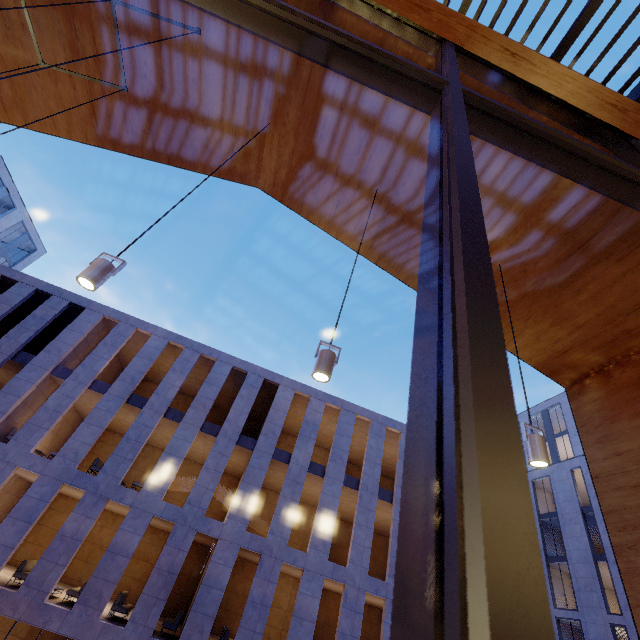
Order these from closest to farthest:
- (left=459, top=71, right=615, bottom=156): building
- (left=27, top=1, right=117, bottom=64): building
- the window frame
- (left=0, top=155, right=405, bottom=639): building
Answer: the window frame, (left=459, top=71, right=615, bottom=156): building, (left=27, top=1, right=117, bottom=64): building, (left=0, top=155, right=405, bottom=639): building

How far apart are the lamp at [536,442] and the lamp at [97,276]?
3.77m

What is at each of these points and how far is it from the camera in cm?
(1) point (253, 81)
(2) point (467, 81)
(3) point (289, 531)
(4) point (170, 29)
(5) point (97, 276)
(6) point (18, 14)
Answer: (1) building, 469
(2) building, 360
(3) building, 1490
(4) building, 421
(5) lamp, 249
(6) building, 406

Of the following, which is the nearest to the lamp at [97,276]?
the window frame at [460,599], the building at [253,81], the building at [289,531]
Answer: the window frame at [460,599]

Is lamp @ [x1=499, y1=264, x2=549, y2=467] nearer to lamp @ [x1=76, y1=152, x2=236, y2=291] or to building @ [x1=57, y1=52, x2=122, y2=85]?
building @ [x1=57, y1=52, x2=122, y2=85]

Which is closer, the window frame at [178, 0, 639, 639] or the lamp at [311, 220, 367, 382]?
the window frame at [178, 0, 639, 639]

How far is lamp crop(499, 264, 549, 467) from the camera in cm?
269

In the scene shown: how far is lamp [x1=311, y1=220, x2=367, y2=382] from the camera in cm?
257
